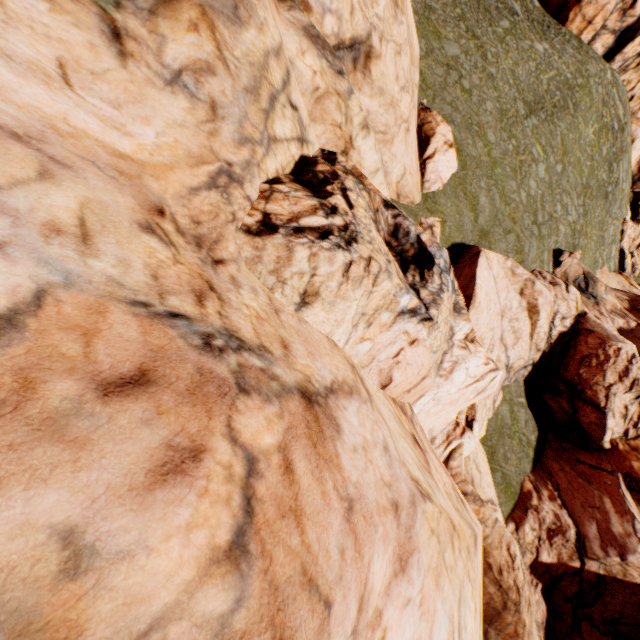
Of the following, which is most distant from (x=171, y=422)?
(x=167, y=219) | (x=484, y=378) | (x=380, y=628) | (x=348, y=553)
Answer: (x=484, y=378)
